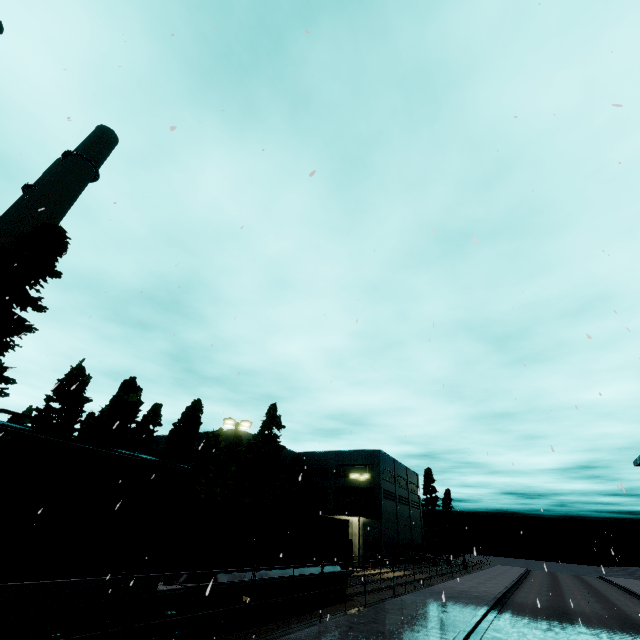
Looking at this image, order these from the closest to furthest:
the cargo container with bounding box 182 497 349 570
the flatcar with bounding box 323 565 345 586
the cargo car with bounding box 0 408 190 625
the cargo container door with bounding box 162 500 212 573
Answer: the cargo car with bounding box 0 408 190 625 → the cargo container door with bounding box 162 500 212 573 → the cargo container with bounding box 182 497 349 570 → the flatcar with bounding box 323 565 345 586

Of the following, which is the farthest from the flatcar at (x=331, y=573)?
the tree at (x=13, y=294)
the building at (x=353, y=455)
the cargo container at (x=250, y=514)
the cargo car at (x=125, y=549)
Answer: the building at (x=353, y=455)

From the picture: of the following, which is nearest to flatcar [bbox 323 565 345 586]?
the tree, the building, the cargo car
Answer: the cargo car

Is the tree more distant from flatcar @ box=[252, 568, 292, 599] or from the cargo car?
flatcar @ box=[252, 568, 292, 599]

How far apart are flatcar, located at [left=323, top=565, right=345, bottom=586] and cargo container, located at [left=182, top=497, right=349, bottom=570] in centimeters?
2cm

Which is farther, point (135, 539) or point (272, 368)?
point (272, 368)

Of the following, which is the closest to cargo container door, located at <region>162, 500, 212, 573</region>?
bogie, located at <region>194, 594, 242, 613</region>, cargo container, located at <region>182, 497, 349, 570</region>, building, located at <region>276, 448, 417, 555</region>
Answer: cargo container, located at <region>182, 497, 349, 570</region>

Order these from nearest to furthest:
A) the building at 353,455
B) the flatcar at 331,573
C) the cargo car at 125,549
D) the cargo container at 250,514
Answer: the cargo car at 125,549, the cargo container at 250,514, the flatcar at 331,573, the building at 353,455
